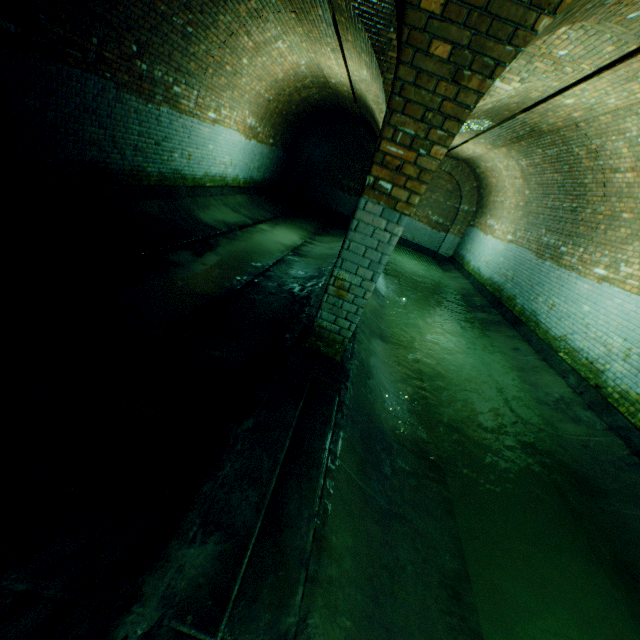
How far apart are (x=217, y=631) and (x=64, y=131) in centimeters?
639cm
